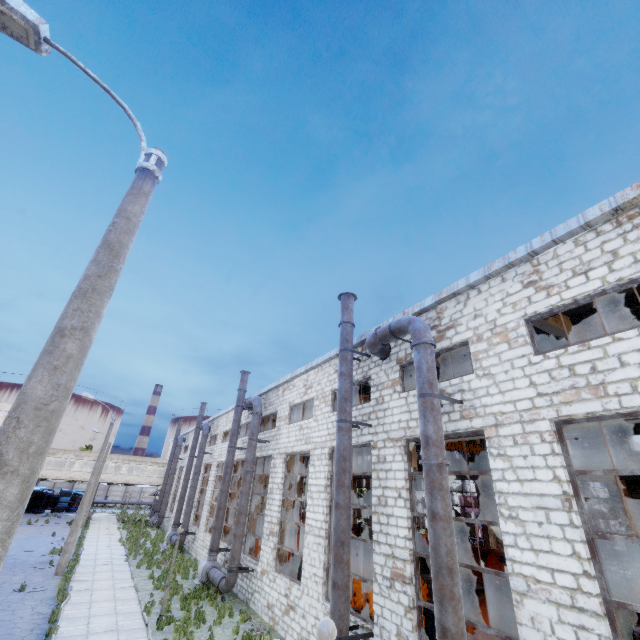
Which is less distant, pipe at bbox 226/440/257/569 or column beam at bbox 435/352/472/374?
column beam at bbox 435/352/472/374

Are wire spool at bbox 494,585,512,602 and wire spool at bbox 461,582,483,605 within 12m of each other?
yes

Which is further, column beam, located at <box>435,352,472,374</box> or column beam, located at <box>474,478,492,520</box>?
column beam, located at <box>474,478,492,520</box>

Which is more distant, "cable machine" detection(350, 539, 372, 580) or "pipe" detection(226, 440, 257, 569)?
"pipe" detection(226, 440, 257, 569)

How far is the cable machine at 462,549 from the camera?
19.2m

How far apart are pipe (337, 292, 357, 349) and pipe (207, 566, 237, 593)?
8.8m

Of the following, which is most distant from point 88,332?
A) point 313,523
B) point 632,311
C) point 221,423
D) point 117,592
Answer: point 221,423

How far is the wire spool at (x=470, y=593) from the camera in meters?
17.1 m
